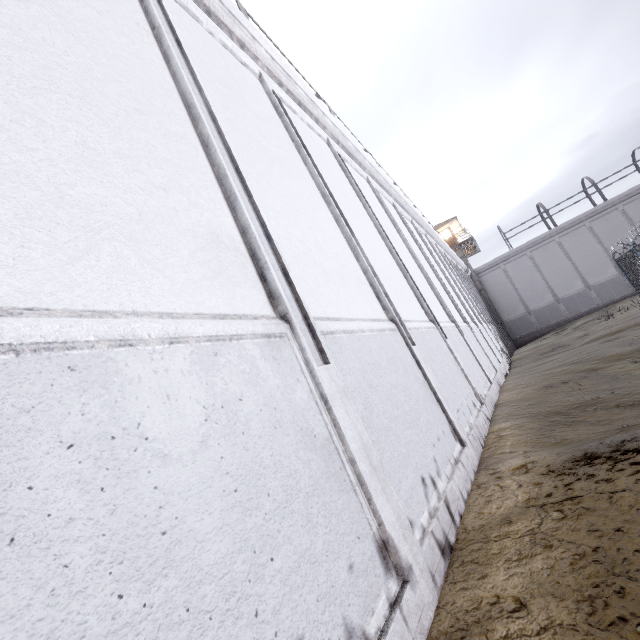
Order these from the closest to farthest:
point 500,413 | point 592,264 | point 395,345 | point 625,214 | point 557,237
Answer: point 395,345 → point 500,413 → point 625,214 → point 592,264 → point 557,237
